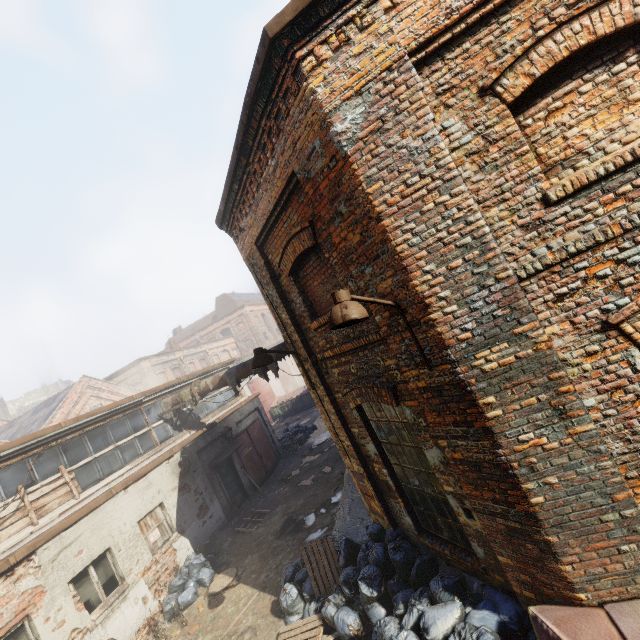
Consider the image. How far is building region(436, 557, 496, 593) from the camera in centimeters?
456cm

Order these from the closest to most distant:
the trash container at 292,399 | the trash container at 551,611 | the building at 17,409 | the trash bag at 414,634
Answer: the trash container at 551,611 < the trash bag at 414,634 < the trash container at 292,399 < the building at 17,409

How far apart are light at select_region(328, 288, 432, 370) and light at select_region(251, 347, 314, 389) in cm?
286

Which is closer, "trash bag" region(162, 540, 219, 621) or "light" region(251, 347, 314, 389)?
"light" region(251, 347, 314, 389)

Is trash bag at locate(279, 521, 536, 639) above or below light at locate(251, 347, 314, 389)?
below

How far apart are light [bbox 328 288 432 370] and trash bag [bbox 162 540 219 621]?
10.4m

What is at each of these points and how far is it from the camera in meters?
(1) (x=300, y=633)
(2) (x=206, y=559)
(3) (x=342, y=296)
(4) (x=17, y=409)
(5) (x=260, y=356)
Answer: (1) pallet, 6.2
(2) trash bag, 10.4
(3) light, 3.3
(4) building, 48.5
(5) light, 6.0

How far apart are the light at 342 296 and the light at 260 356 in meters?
2.9 m
